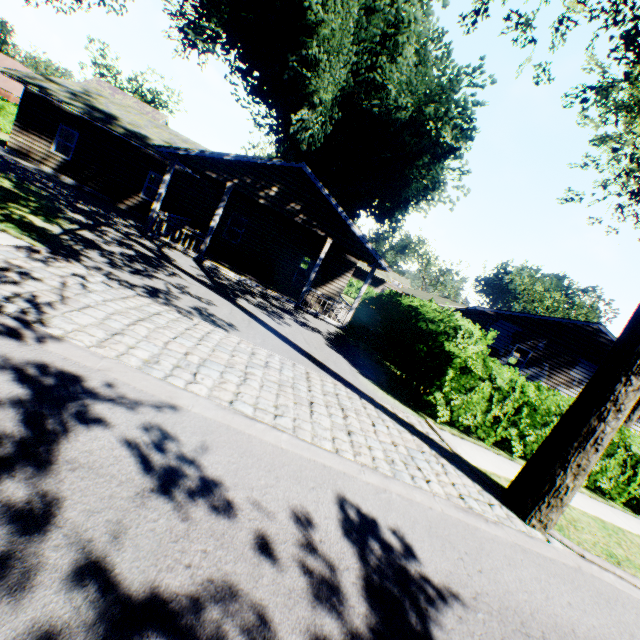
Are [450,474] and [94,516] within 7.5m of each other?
yes

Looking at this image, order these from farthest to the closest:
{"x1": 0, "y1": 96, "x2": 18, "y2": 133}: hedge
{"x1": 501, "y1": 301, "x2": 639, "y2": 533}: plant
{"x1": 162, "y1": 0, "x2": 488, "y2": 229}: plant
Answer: {"x1": 0, "y1": 96, "x2": 18, "y2": 133}: hedge
{"x1": 162, "y1": 0, "x2": 488, "y2": 229}: plant
{"x1": 501, "y1": 301, "x2": 639, "y2": 533}: plant

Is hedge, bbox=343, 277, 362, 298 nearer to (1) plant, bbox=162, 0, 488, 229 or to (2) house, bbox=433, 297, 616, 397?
(1) plant, bbox=162, 0, 488, 229

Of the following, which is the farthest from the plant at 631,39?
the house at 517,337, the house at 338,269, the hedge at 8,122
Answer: the house at 517,337

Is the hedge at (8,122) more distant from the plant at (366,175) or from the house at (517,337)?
the house at (517,337)

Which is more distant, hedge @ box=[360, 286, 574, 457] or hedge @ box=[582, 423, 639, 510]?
hedge @ box=[582, 423, 639, 510]

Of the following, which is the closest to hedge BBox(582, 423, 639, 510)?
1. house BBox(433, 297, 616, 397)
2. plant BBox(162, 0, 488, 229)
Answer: plant BBox(162, 0, 488, 229)
